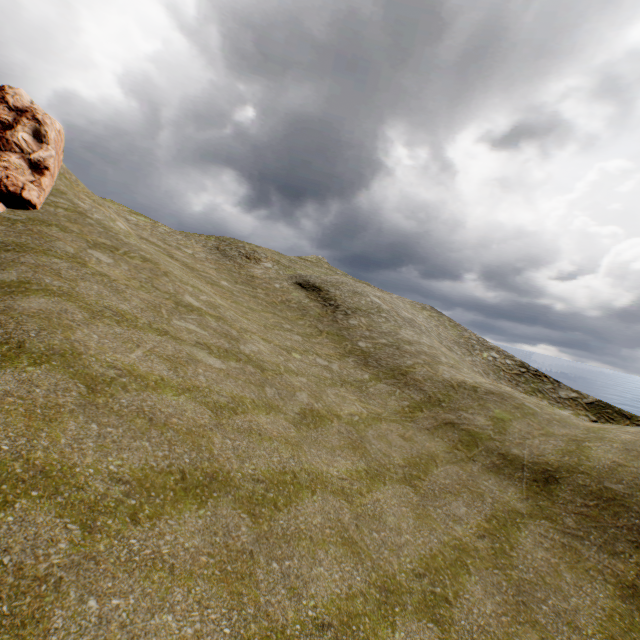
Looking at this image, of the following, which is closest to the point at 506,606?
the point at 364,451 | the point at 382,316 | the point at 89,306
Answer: the point at 364,451
